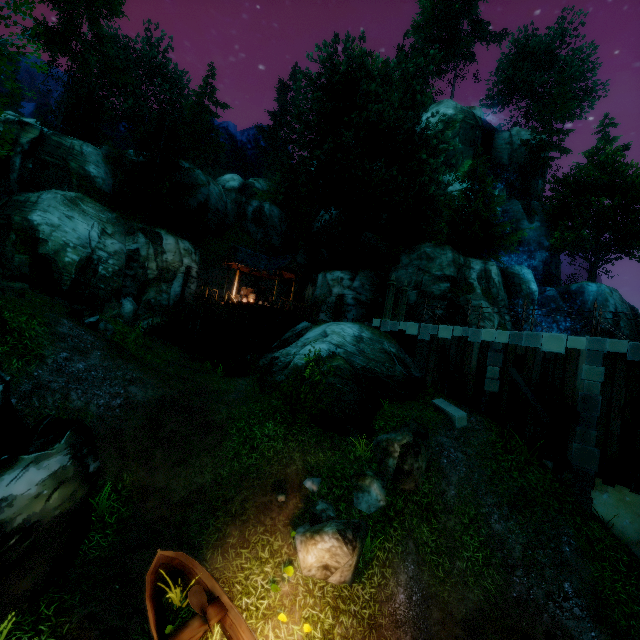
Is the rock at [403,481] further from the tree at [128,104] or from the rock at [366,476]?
the tree at [128,104]

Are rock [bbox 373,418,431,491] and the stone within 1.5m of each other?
no

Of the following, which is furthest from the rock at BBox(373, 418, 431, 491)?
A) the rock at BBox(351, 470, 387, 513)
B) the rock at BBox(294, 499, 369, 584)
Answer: the rock at BBox(294, 499, 369, 584)

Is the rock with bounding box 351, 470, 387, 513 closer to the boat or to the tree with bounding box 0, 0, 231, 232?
the boat

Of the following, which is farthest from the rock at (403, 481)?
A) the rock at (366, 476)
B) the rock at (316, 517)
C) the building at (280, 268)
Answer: the building at (280, 268)

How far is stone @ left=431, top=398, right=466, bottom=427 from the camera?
12.8 meters

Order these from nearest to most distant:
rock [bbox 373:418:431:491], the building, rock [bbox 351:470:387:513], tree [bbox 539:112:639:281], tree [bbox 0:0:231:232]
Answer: rock [bbox 351:470:387:513] → rock [bbox 373:418:431:491] → tree [bbox 0:0:231:232] → the building → tree [bbox 539:112:639:281]

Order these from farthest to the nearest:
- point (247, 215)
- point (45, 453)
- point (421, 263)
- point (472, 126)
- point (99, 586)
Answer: point (247, 215) → point (472, 126) → point (421, 263) → point (45, 453) → point (99, 586)
